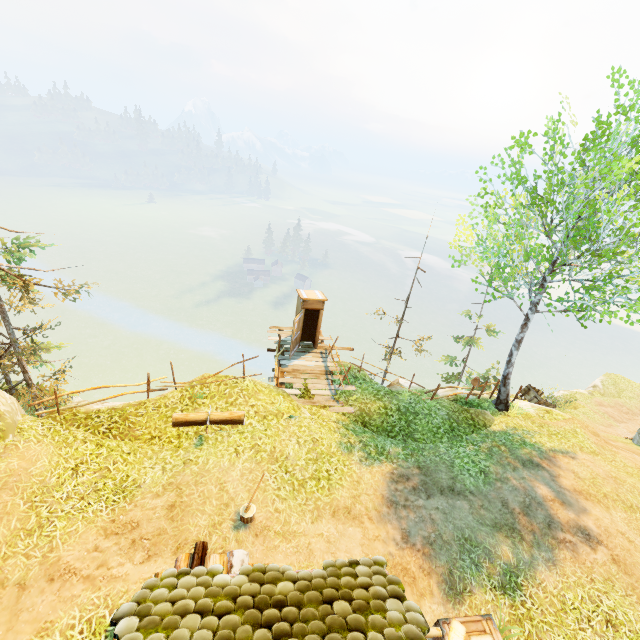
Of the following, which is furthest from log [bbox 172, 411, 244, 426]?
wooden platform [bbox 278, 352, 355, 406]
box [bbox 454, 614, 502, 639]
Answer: box [bbox 454, 614, 502, 639]

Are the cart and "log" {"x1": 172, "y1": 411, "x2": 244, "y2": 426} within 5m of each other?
no

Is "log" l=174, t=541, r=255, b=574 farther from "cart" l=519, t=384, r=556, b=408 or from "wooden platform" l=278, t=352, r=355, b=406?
"cart" l=519, t=384, r=556, b=408

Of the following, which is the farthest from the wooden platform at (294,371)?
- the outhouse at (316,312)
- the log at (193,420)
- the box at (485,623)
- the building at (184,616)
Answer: the building at (184,616)

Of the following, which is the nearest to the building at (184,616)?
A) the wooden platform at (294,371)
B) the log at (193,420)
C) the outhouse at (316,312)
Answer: the log at (193,420)

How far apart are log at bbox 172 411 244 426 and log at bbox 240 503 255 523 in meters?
2.8 m

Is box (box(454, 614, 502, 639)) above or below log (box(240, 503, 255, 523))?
below

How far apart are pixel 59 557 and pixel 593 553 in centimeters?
1240cm
